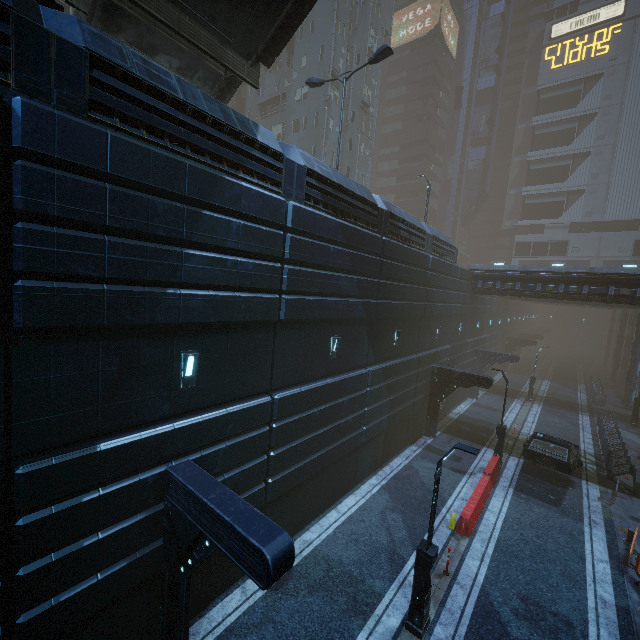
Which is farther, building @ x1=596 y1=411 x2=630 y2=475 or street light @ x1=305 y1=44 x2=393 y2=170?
building @ x1=596 y1=411 x2=630 y2=475

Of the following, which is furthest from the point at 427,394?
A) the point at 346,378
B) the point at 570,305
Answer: the point at 570,305

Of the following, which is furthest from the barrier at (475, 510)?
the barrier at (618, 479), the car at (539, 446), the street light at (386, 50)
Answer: the street light at (386, 50)

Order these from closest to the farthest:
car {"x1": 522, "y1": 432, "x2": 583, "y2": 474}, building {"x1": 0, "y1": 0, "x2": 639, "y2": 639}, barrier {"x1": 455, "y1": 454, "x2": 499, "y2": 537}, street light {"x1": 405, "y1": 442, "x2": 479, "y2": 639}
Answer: building {"x1": 0, "y1": 0, "x2": 639, "y2": 639}, street light {"x1": 405, "y1": 442, "x2": 479, "y2": 639}, barrier {"x1": 455, "y1": 454, "x2": 499, "y2": 537}, car {"x1": 522, "y1": 432, "x2": 583, "y2": 474}

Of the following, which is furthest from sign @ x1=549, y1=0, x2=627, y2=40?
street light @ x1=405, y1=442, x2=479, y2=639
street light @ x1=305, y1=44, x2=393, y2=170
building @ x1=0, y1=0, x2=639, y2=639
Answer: street light @ x1=405, y1=442, x2=479, y2=639

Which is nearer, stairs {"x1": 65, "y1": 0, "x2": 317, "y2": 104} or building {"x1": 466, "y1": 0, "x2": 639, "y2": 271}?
stairs {"x1": 65, "y1": 0, "x2": 317, "y2": 104}

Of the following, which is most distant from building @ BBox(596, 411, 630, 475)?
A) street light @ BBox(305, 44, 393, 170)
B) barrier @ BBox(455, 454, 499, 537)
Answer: barrier @ BBox(455, 454, 499, 537)

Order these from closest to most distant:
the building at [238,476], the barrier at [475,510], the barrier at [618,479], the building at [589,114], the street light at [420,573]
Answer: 1. the building at [238,476]
2. the street light at [420,573]
3. the barrier at [475,510]
4. the barrier at [618,479]
5. the building at [589,114]
